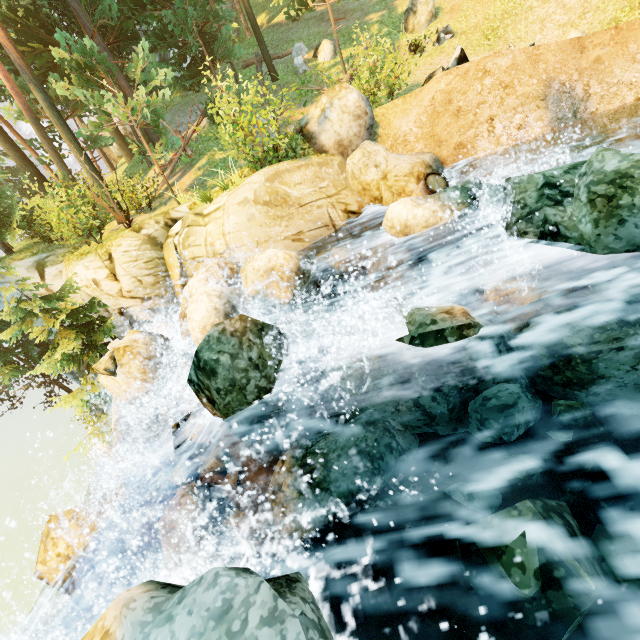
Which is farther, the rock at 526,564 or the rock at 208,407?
the rock at 208,407

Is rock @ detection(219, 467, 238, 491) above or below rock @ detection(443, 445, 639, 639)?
below

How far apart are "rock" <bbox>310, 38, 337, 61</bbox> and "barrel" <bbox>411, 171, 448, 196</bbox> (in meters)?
14.30

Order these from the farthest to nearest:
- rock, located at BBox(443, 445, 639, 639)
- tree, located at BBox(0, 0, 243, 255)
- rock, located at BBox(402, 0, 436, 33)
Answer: rock, located at BBox(402, 0, 436, 33), tree, located at BBox(0, 0, 243, 255), rock, located at BBox(443, 445, 639, 639)

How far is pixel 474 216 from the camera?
7.02m

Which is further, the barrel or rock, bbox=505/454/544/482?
the barrel

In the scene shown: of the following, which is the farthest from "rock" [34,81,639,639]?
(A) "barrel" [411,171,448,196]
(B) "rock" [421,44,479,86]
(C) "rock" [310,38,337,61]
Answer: (C) "rock" [310,38,337,61]

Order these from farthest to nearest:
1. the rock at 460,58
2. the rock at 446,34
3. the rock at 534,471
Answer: the rock at 446,34 < the rock at 460,58 < the rock at 534,471
